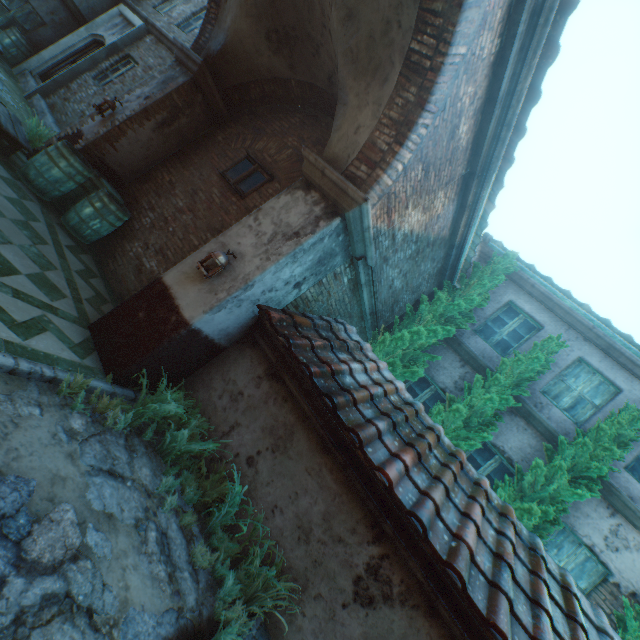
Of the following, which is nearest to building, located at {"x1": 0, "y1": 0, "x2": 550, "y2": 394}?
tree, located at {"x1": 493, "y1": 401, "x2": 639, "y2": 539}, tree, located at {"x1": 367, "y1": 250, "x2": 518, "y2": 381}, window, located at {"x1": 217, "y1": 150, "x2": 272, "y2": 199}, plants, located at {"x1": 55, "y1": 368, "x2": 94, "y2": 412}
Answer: window, located at {"x1": 217, "y1": 150, "x2": 272, "y2": 199}

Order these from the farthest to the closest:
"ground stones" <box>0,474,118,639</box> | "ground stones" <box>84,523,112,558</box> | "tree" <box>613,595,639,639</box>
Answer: "tree" <box>613,595,639,639</box> → "ground stones" <box>84,523,112,558</box> → "ground stones" <box>0,474,118,639</box>

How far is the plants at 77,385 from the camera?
3.2 meters

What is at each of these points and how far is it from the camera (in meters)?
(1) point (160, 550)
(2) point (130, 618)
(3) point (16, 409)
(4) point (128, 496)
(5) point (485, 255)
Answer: (1) ground stones, 3.01
(2) ground stones, 2.38
(3) ground stones, 2.68
(4) ground stones, 3.11
(5) building, 8.98

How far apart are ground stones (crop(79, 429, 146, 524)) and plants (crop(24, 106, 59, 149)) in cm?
586

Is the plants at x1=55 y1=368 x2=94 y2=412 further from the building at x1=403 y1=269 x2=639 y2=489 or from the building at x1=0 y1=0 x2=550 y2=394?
the building at x1=403 y1=269 x2=639 y2=489

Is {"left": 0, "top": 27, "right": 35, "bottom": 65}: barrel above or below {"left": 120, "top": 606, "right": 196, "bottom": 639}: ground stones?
above

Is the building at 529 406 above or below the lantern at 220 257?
above
